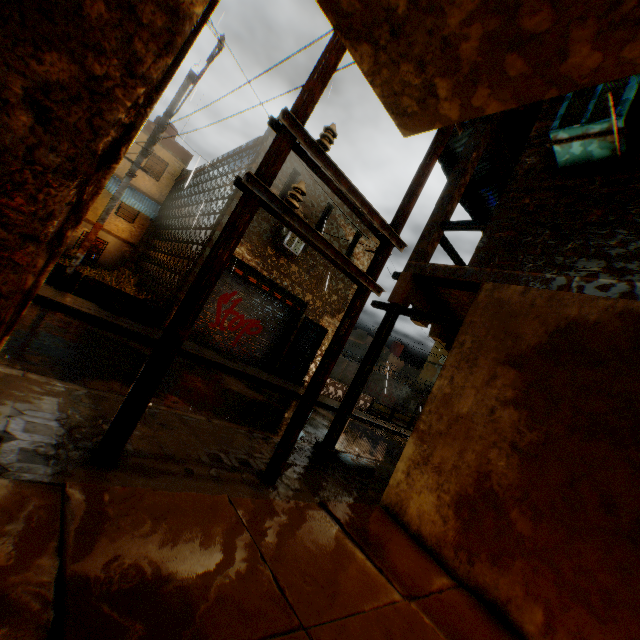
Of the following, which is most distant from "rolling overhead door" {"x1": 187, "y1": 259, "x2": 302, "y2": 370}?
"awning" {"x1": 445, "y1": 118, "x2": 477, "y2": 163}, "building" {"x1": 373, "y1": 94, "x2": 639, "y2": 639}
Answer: "awning" {"x1": 445, "y1": 118, "x2": 477, "y2": 163}

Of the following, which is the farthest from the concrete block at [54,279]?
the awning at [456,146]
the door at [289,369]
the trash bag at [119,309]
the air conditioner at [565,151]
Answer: the air conditioner at [565,151]

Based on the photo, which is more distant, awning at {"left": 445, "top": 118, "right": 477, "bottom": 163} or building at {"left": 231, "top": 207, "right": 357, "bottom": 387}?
building at {"left": 231, "top": 207, "right": 357, "bottom": 387}

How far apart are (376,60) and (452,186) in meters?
5.3

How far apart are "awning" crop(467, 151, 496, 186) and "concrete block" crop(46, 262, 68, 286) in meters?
2.6

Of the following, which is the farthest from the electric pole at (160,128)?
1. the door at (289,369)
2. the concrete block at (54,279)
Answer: the door at (289,369)

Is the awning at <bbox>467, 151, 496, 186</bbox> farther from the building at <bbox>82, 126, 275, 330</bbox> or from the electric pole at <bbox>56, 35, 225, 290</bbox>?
the electric pole at <bbox>56, 35, 225, 290</bbox>
